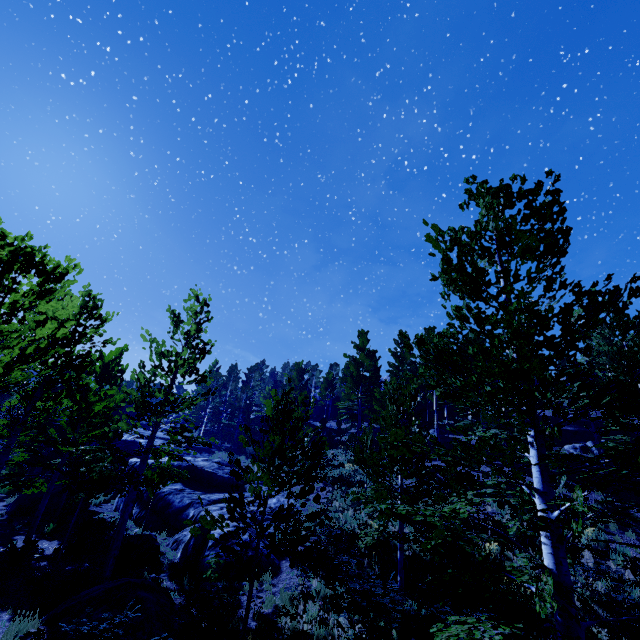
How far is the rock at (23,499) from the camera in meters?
17.8 m

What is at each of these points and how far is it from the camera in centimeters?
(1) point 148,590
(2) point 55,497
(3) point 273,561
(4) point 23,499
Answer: (1) rock, 901cm
(2) rock, 1875cm
(3) rock, 1164cm
(4) rock, 1822cm

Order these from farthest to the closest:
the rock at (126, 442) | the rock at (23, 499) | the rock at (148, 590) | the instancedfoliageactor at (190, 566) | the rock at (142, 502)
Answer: the rock at (126, 442), the rock at (23, 499), the rock at (142, 502), the instancedfoliageactor at (190, 566), the rock at (148, 590)

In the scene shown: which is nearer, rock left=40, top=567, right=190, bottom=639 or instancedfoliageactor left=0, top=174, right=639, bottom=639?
instancedfoliageactor left=0, top=174, right=639, bottom=639

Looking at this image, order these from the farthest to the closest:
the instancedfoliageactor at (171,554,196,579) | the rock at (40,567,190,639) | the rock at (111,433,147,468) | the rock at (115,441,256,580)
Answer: the rock at (111,433,147,468) → the rock at (115,441,256,580) → the instancedfoliageactor at (171,554,196,579) → the rock at (40,567,190,639)

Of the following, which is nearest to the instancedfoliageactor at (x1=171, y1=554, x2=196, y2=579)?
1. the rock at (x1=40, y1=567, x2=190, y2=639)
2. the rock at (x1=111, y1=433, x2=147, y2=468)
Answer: the rock at (x1=111, y1=433, x2=147, y2=468)

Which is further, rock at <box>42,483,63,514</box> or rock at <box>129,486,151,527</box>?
rock at <box>42,483,63,514</box>
